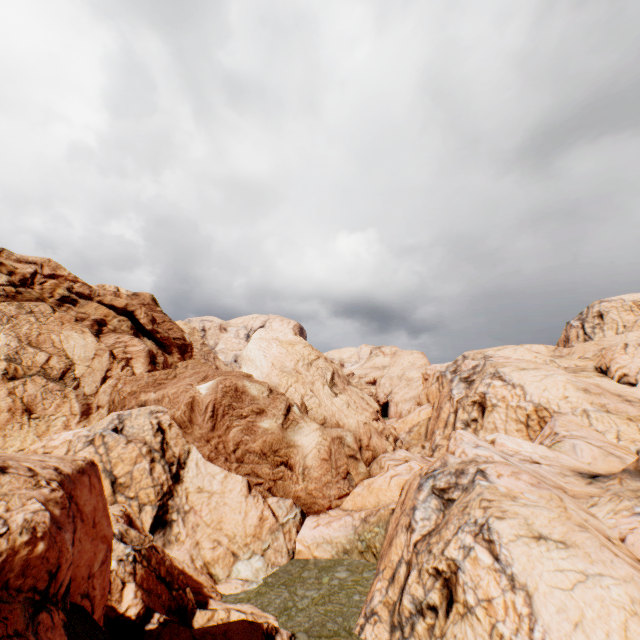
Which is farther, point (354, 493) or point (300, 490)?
point (354, 493)
